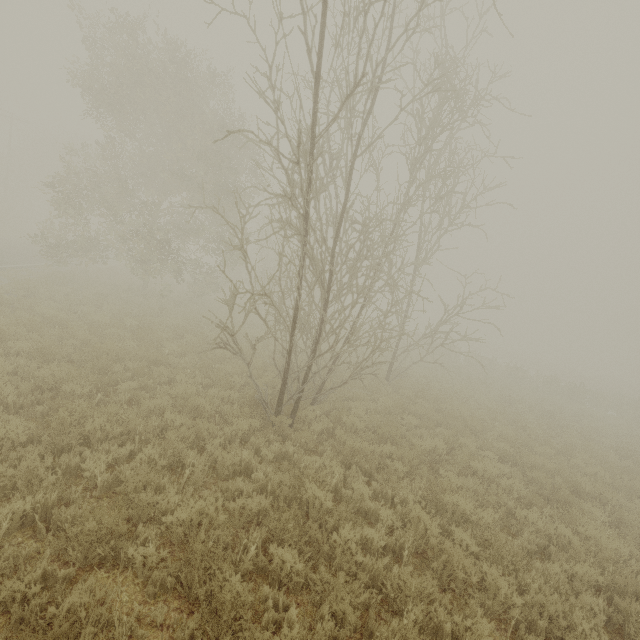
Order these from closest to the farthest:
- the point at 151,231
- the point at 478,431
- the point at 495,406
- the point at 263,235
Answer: the point at 478,431, the point at 495,406, the point at 151,231, the point at 263,235
